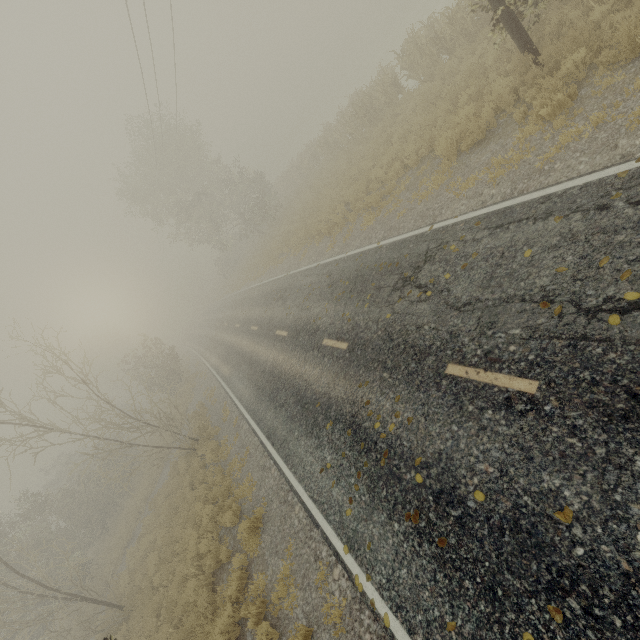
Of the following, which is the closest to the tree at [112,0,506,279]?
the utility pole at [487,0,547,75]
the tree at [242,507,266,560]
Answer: the utility pole at [487,0,547,75]

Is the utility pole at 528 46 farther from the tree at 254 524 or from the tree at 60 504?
the tree at 254 524

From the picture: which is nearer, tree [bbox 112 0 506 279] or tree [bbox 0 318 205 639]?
tree [bbox 0 318 205 639]

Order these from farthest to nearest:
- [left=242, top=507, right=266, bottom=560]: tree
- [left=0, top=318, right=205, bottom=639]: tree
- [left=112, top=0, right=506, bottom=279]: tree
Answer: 1. [left=112, top=0, right=506, bottom=279]: tree
2. [left=0, top=318, right=205, bottom=639]: tree
3. [left=242, top=507, right=266, bottom=560]: tree

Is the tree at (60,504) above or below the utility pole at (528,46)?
above

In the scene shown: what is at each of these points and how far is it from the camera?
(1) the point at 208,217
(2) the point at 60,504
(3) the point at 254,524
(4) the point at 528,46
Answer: (1) tree, 29.20m
(2) tree, 24.17m
(3) tree, 8.38m
(4) utility pole, 7.78m

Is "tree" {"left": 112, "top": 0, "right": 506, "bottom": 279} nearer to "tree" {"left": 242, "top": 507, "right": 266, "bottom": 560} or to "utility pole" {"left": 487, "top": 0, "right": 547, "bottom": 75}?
"utility pole" {"left": 487, "top": 0, "right": 547, "bottom": 75}

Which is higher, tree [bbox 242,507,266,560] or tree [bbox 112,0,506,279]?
tree [bbox 112,0,506,279]
